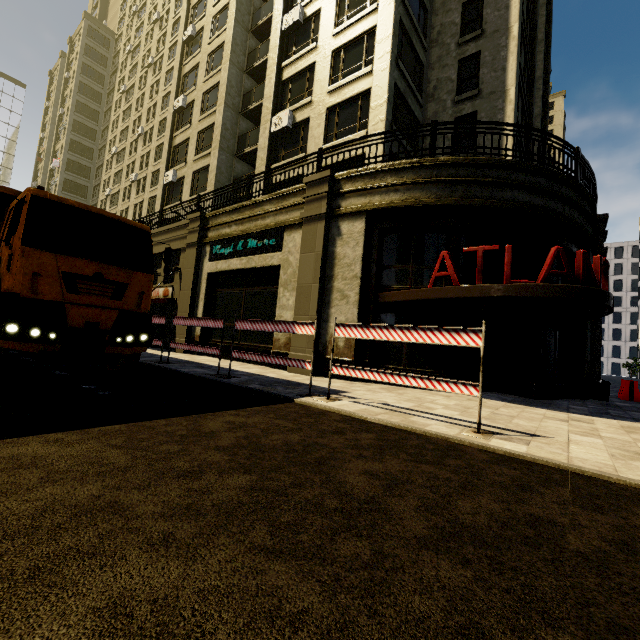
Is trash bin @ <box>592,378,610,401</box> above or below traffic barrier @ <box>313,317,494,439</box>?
below

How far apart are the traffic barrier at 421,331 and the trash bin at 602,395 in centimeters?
983cm

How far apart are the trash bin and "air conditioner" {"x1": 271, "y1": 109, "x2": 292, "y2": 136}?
17.6m

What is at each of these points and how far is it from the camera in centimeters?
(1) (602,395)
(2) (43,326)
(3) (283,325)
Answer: (1) trash bin, 1129cm
(2) truck, 509cm
(3) traffic barrier, 731cm

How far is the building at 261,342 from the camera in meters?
10.8 m

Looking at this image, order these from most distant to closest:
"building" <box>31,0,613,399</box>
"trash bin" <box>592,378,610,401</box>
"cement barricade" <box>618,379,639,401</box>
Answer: "cement barricade" <box>618,379,639,401</box>
"trash bin" <box>592,378,610,401</box>
"building" <box>31,0,613,399</box>

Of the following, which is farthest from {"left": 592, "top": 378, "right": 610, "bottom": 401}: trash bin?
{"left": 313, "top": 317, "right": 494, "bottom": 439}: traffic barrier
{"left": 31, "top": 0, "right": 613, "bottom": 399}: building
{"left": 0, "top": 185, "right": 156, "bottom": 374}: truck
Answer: {"left": 0, "top": 185, "right": 156, "bottom": 374}: truck

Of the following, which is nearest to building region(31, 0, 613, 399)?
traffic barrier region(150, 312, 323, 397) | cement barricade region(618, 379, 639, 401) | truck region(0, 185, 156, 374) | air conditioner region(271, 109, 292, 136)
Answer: air conditioner region(271, 109, 292, 136)
